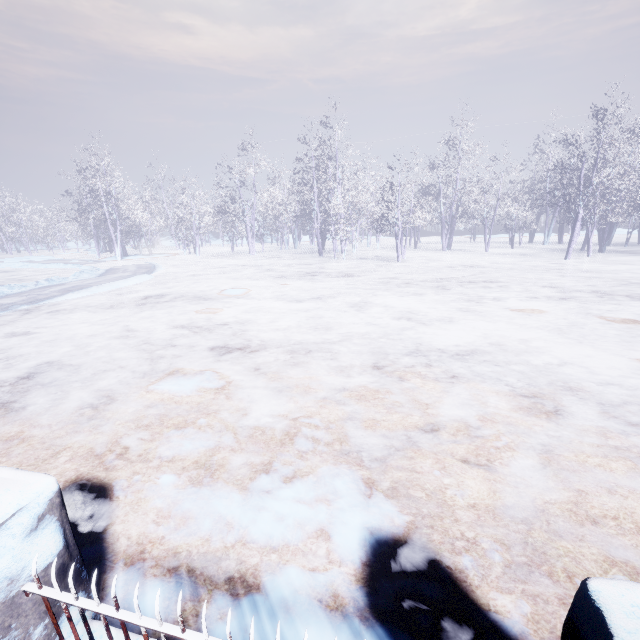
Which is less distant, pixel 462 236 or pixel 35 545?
pixel 35 545
